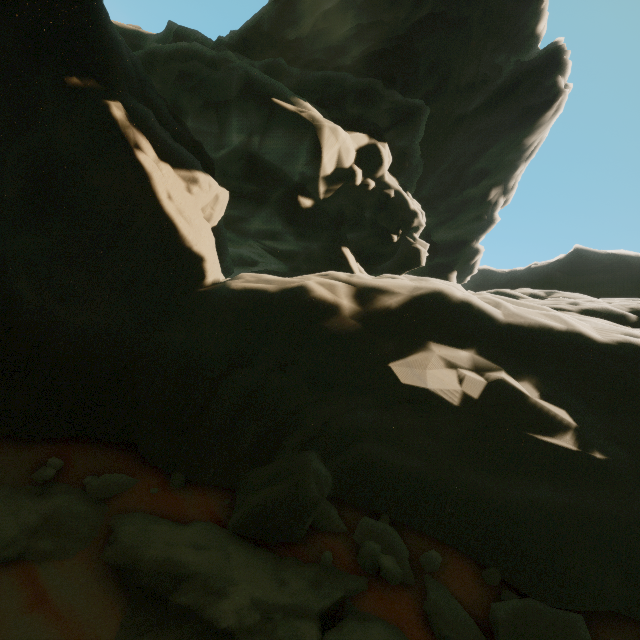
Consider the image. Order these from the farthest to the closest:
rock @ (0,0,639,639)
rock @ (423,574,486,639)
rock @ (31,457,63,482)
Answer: rock @ (31,457,63,482) < rock @ (0,0,639,639) < rock @ (423,574,486,639)

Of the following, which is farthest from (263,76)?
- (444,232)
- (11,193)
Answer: (444,232)

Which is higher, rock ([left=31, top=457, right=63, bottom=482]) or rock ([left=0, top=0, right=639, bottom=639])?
rock ([left=0, top=0, right=639, bottom=639])

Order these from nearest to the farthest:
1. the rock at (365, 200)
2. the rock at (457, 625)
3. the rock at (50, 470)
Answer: the rock at (457, 625), the rock at (365, 200), the rock at (50, 470)

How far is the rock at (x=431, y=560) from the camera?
4.3 meters

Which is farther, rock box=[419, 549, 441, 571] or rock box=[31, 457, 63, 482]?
rock box=[31, 457, 63, 482]

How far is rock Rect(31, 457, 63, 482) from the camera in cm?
497
